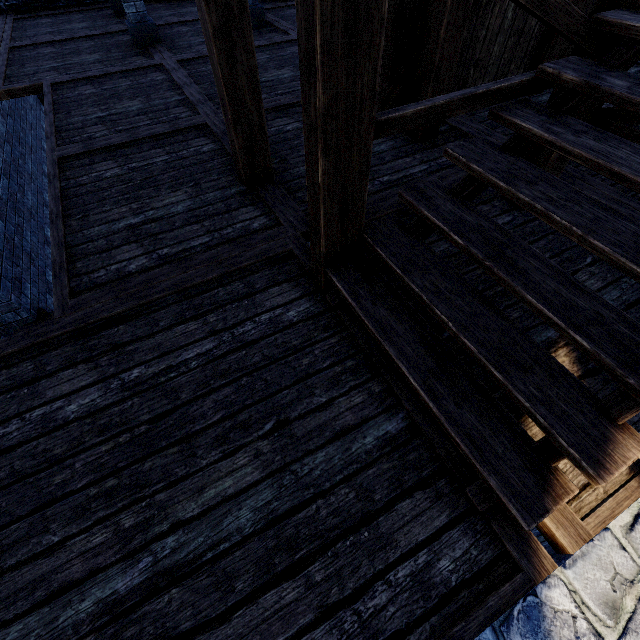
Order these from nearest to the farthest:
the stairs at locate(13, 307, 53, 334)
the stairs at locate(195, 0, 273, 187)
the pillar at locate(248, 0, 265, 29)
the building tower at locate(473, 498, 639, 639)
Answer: the building tower at locate(473, 498, 639, 639)
the stairs at locate(195, 0, 273, 187)
the stairs at locate(13, 307, 53, 334)
the pillar at locate(248, 0, 265, 29)

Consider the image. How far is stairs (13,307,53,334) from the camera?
4.7m

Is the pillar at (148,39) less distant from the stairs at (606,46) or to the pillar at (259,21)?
the pillar at (259,21)

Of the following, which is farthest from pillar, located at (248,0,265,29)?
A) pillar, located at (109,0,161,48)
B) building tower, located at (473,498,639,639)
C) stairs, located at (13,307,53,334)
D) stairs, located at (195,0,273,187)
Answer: stairs, located at (13,307,53,334)

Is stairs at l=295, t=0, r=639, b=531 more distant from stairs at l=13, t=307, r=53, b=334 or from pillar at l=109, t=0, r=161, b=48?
pillar at l=109, t=0, r=161, b=48

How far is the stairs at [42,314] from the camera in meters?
4.7 m

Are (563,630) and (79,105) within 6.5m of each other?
no

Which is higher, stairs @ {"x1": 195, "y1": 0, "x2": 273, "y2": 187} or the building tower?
stairs @ {"x1": 195, "y1": 0, "x2": 273, "y2": 187}
